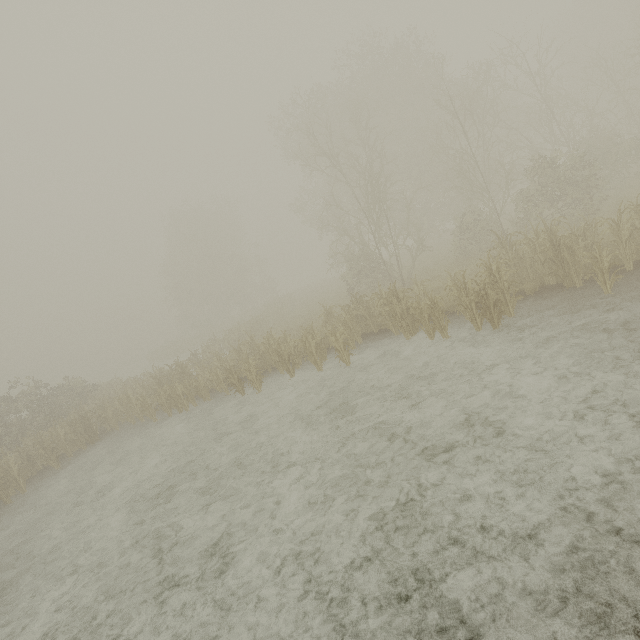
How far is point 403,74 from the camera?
26.30m
